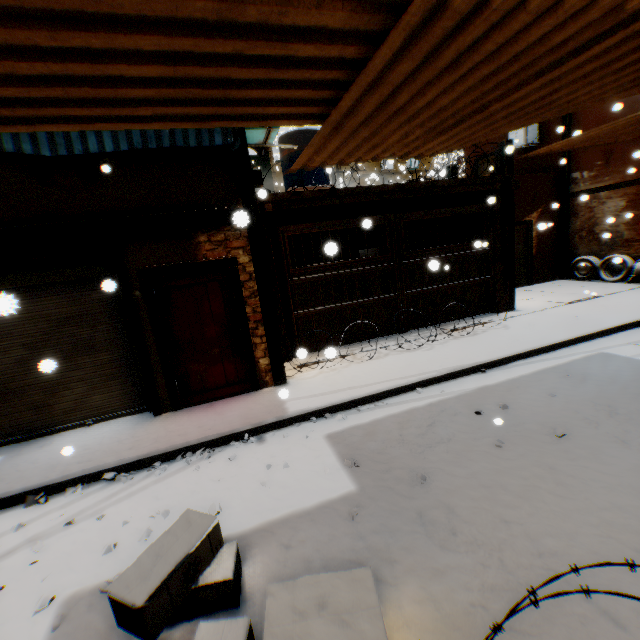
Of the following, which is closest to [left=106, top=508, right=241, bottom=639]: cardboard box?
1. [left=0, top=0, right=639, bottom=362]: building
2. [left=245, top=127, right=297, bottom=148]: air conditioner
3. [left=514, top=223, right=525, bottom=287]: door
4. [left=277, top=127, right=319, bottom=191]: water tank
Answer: [left=0, top=0, right=639, bottom=362]: building

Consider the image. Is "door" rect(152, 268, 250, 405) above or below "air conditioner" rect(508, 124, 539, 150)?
below

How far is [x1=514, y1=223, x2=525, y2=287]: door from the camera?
12.1m

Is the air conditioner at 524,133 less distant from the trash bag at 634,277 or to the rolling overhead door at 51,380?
the rolling overhead door at 51,380

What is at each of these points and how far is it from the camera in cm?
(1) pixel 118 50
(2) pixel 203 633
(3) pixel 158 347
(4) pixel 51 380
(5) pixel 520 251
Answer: (1) building, 153
(2) cardboard box, 206
(3) building, 540
(4) rolling overhead door, 528
(5) door, 1232

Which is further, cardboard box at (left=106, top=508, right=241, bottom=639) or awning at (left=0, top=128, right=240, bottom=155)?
awning at (left=0, top=128, right=240, bottom=155)

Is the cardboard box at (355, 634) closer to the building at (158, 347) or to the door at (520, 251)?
the building at (158, 347)

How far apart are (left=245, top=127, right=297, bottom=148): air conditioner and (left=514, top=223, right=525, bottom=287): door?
5.6m
